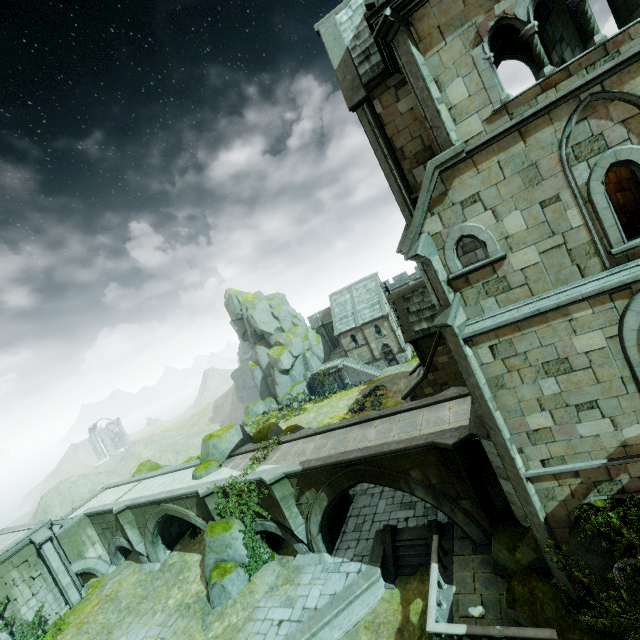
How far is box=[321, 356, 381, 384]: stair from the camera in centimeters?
4569cm

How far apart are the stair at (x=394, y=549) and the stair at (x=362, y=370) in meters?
29.2 m

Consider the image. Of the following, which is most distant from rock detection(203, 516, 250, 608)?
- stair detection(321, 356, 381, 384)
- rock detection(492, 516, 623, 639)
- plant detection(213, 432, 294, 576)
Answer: stair detection(321, 356, 381, 384)

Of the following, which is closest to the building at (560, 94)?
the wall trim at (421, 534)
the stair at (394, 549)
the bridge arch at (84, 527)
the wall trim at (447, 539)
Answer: the wall trim at (447, 539)

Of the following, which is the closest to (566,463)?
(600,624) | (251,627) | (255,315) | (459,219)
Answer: (600,624)

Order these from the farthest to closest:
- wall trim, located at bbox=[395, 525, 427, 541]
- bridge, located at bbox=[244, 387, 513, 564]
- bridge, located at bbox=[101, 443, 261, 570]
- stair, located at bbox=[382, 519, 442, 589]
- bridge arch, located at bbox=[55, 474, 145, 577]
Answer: bridge arch, located at bbox=[55, 474, 145, 577]
bridge, located at bbox=[101, 443, 261, 570]
wall trim, located at bbox=[395, 525, 427, 541]
stair, located at bbox=[382, 519, 442, 589]
bridge, located at bbox=[244, 387, 513, 564]

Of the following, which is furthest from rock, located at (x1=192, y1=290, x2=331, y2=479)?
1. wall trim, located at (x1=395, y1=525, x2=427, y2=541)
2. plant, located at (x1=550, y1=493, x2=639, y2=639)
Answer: plant, located at (x1=550, y1=493, x2=639, y2=639)

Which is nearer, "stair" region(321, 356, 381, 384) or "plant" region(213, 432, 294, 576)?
"plant" region(213, 432, 294, 576)
